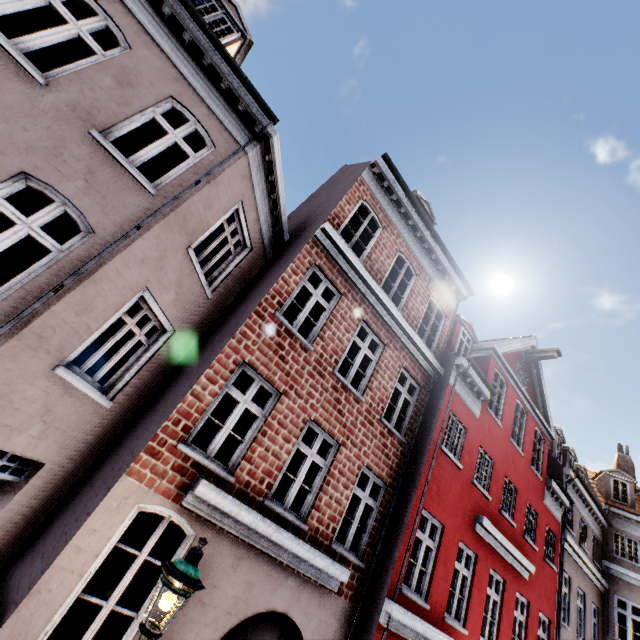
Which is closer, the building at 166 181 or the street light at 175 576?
the street light at 175 576

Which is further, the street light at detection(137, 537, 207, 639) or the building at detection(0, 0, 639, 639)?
the building at detection(0, 0, 639, 639)

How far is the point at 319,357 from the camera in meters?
7.4
